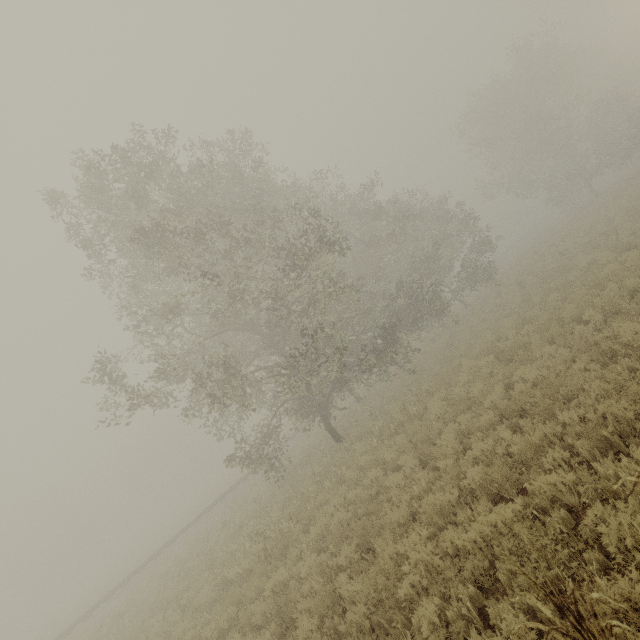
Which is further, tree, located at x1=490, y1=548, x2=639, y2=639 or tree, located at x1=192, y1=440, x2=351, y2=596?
tree, located at x1=192, y1=440, x2=351, y2=596

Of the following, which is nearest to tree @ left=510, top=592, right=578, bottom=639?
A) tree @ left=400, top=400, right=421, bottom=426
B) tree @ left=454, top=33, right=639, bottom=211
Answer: tree @ left=400, top=400, right=421, bottom=426

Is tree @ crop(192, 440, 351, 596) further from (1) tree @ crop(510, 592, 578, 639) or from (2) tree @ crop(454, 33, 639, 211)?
(2) tree @ crop(454, 33, 639, 211)

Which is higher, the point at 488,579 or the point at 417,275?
the point at 417,275

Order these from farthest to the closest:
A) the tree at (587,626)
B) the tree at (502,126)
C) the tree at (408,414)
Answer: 1. the tree at (502,126)
2. the tree at (408,414)
3. the tree at (587,626)

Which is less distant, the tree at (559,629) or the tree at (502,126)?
the tree at (559,629)

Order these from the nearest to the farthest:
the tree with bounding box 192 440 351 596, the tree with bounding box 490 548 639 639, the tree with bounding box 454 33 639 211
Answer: the tree with bounding box 490 548 639 639 < the tree with bounding box 192 440 351 596 < the tree with bounding box 454 33 639 211

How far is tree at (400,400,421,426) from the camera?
11.7m
